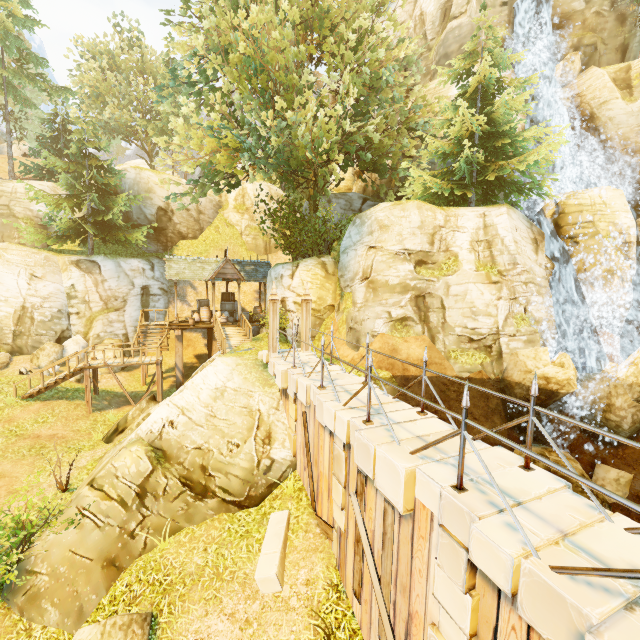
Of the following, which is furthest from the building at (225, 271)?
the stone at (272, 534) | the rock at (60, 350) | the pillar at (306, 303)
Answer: the stone at (272, 534)

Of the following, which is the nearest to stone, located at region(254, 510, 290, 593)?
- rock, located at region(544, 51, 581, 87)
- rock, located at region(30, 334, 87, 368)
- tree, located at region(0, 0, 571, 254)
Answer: tree, located at region(0, 0, 571, 254)

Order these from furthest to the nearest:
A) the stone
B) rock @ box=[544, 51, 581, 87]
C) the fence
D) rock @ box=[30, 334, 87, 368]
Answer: rock @ box=[544, 51, 581, 87], rock @ box=[30, 334, 87, 368], the stone, the fence

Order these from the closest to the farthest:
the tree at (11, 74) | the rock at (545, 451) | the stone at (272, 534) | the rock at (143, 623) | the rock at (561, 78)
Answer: the rock at (143, 623) → the stone at (272, 534) → the rock at (545, 451) → the tree at (11, 74) → the rock at (561, 78)

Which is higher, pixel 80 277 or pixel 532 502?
pixel 80 277

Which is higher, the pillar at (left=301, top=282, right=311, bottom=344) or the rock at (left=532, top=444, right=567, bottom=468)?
the pillar at (left=301, top=282, right=311, bottom=344)

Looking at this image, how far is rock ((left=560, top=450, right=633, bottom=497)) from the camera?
12.69m

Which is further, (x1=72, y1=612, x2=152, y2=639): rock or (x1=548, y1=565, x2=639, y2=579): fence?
(x1=72, y1=612, x2=152, y2=639): rock
